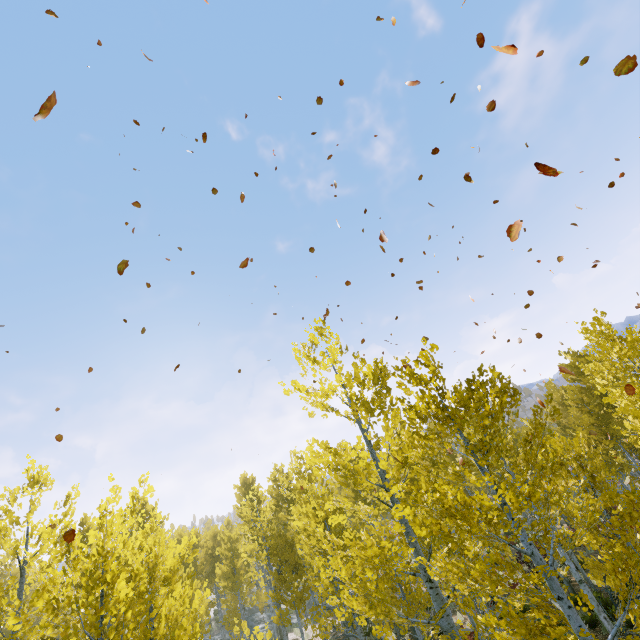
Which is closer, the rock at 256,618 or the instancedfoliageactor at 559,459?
the instancedfoliageactor at 559,459

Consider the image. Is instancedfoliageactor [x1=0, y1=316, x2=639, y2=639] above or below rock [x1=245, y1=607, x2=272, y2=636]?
above

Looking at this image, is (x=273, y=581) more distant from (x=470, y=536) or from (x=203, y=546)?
(x=203, y=546)

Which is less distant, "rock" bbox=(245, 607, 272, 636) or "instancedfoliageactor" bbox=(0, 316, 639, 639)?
"instancedfoliageactor" bbox=(0, 316, 639, 639)

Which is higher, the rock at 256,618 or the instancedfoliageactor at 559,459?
the instancedfoliageactor at 559,459
